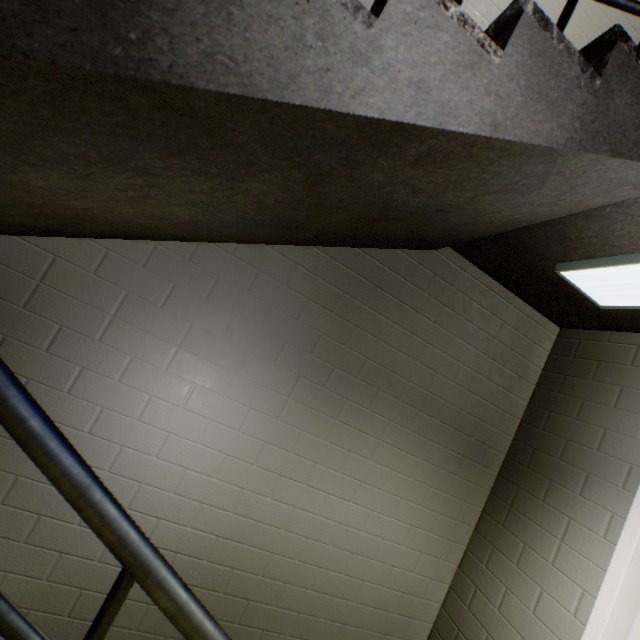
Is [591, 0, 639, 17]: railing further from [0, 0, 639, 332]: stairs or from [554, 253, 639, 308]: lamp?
[554, 253, 639, 308]: lamp

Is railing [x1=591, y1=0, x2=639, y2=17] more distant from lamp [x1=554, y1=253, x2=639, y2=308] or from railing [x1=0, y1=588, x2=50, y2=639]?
lamp [x1=554, y1=253, x2=639, y2=308]

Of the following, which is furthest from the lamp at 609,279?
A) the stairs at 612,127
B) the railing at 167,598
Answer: the railing at 167,598

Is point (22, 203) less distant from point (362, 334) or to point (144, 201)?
point (144, 201)

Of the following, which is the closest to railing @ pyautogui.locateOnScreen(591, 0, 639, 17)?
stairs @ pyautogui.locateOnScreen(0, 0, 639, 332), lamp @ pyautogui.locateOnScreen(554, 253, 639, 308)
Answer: stairs @ pyautogui.locateOnScreen(0, 0, 639, 332)

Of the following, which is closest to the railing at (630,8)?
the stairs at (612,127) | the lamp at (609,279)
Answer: the stairs at (612,127)

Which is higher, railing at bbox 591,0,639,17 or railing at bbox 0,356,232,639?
railing at bbox 591,0,639,17
